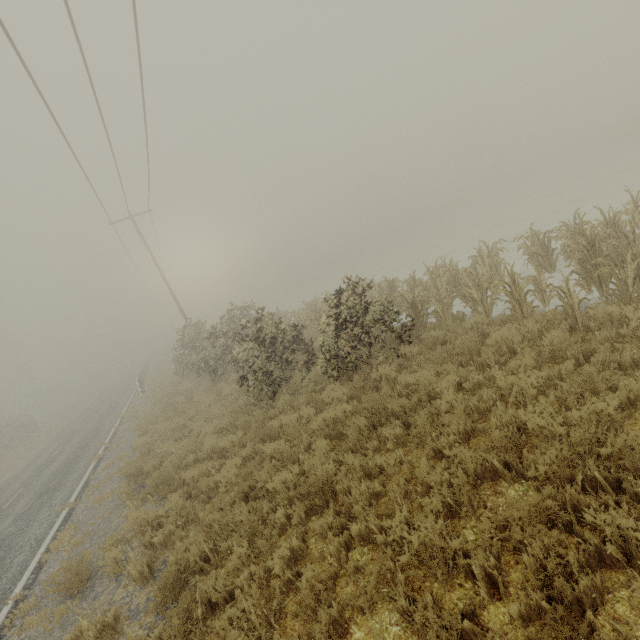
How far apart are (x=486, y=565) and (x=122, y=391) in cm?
3797
